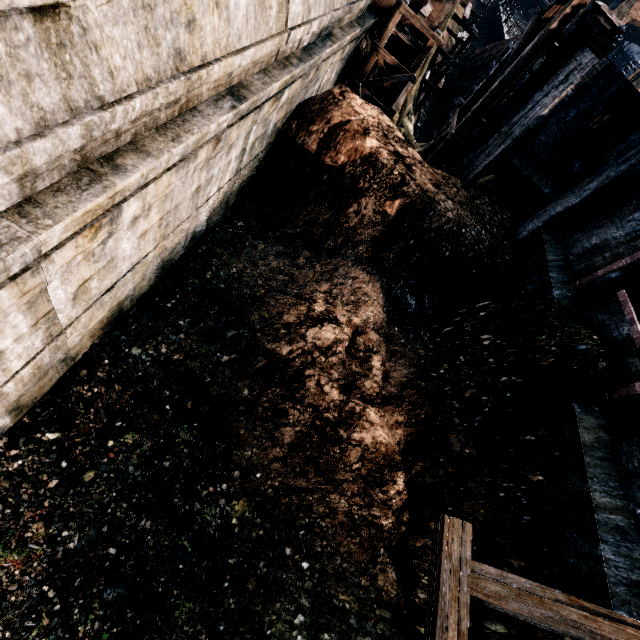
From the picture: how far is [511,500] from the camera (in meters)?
8.31

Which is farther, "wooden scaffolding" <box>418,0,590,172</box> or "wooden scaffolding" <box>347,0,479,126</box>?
"wooden scaffolding" <box>347,0,479,126</box>

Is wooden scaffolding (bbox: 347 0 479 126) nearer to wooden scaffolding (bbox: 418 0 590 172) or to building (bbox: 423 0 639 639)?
wooden scaffolding (bbox: 418 0 590 172)

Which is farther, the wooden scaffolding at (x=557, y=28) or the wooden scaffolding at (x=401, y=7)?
the wooden scaffolding at (x=401, y=7)

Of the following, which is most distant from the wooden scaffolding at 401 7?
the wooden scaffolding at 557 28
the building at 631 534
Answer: the building at 631 534

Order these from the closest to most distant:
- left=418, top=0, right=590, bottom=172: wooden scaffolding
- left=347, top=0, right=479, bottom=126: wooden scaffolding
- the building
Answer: the building
left=418, top=0, right=590, bottom=172: wooden scaffolding
left=347, top=0, right=479, bottom=126: wooden scaffolding

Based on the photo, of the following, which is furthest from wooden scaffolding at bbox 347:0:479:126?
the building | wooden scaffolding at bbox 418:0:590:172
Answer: the building
